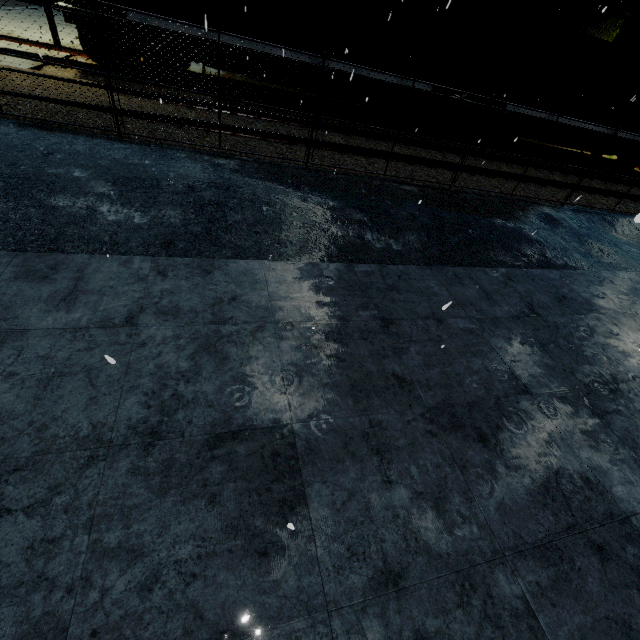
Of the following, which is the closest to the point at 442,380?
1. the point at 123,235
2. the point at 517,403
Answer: the point at 517,403

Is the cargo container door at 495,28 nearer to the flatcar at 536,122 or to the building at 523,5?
the flatcar at 536,122

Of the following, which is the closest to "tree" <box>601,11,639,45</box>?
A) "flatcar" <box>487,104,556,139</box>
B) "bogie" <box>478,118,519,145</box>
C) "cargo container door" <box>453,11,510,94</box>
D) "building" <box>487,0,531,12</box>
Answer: "building" <box>487,0,531,12</box>

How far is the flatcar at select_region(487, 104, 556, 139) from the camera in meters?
12.8 m

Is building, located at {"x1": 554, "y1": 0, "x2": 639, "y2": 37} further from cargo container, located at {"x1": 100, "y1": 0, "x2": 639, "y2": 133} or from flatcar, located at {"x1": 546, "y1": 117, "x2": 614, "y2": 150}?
flatcar, located at {"x1": 546, "y1": 117, "x2": 614, "y2": 150}

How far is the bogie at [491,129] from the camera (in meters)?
13.17

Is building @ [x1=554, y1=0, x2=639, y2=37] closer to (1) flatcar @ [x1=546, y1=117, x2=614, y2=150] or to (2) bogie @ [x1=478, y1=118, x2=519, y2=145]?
(1) flatcar @ [x1=546, y1=117, x2=614, y2=150]
